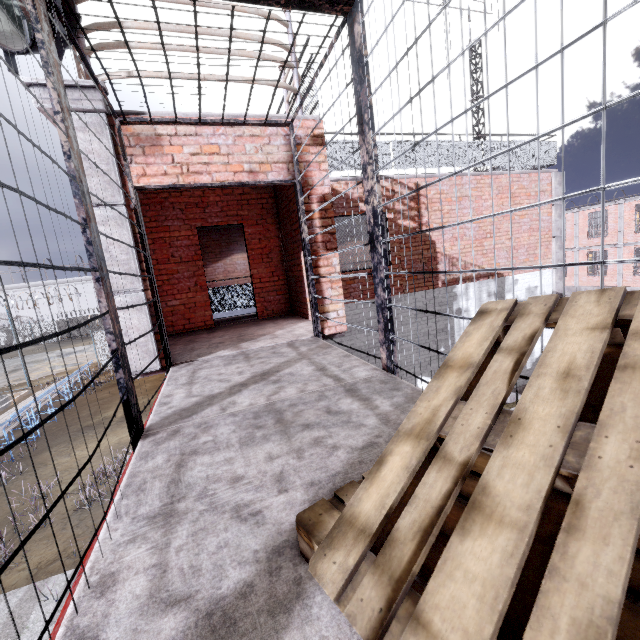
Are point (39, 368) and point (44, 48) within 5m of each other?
no

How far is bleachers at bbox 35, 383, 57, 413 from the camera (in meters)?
12.77

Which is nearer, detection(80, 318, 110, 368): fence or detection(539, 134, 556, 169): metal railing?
detection(539, 134, 556, 169): metal railing

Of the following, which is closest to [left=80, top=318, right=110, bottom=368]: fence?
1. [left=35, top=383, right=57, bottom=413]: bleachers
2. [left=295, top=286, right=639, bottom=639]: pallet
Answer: [left=35, top=383, right=57, bottom=413]: bleachers

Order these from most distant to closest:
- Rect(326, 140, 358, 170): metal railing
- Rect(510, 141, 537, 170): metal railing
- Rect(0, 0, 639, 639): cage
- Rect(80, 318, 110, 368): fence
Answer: Rect(80, 318, 110, 368): fence, Rect(510, 141, 537, 170): metal railing, Rect(326, 140, 358, 170): metal railing, Rect(0, 0, 639, 639): cage

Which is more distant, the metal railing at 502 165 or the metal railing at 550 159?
the metal railing at 550 159

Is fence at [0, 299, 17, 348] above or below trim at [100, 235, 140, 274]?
below

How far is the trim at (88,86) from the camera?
3.4 meters
